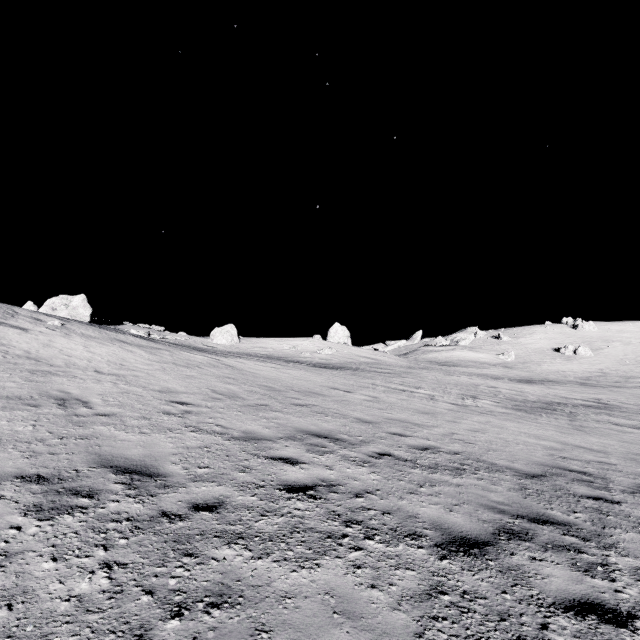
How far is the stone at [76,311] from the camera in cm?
2459

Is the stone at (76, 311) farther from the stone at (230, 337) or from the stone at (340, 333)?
the stone at (340, 333)

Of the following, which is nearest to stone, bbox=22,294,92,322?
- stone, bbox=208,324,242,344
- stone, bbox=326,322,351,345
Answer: stone, bbox=208,324,242,344

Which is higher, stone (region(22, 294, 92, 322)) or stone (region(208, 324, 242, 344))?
stone (region(22, 294, 92, 322))

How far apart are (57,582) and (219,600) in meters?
1.2

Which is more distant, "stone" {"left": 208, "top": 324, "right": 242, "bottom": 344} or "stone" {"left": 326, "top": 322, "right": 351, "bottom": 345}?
"stone" {"left": 326, "top": 322, "right": 351, "bottom": 345}

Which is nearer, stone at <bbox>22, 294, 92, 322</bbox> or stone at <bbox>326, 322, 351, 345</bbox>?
stone at <bbox>22, 294, 92, 322</bbox>

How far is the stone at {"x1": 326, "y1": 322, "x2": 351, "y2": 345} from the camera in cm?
4472
